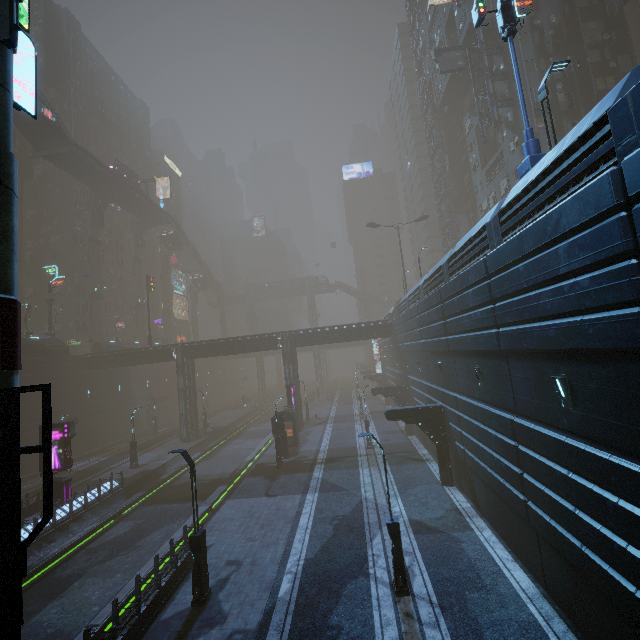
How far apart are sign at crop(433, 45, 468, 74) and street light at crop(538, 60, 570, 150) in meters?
30.1 m

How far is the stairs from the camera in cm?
3800

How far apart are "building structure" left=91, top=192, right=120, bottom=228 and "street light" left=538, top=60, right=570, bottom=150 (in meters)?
57.72

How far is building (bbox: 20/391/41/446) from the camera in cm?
3262

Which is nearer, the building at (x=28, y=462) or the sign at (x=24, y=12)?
the sign at (x=24, y=12)

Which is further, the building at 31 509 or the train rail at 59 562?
the building at 31 509

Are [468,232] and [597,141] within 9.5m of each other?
yes

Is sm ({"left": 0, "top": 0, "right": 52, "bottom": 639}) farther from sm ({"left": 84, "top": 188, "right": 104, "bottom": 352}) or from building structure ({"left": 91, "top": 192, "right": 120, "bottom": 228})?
sm ({"left": 84, "top": 188, "right": 104, "bottom": 352})
